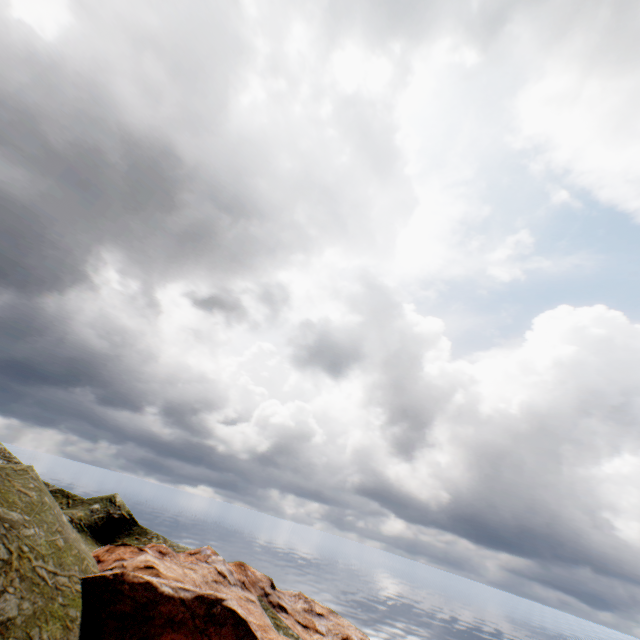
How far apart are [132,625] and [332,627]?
29.5 meters
